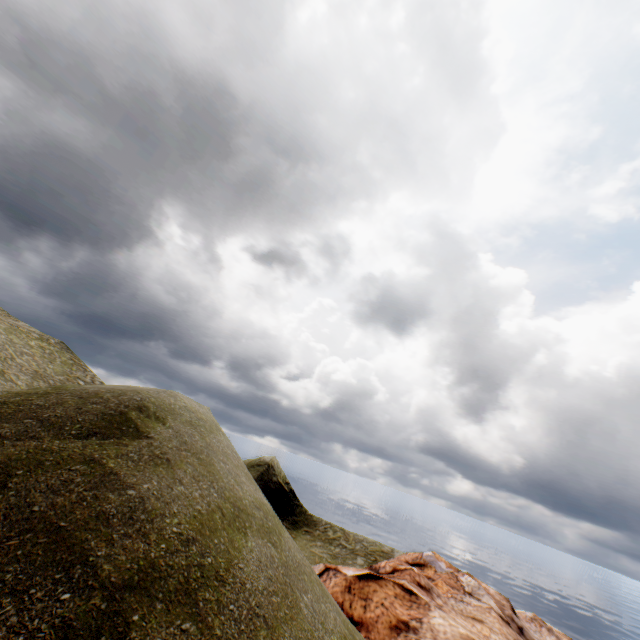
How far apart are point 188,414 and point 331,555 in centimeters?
2006cm
